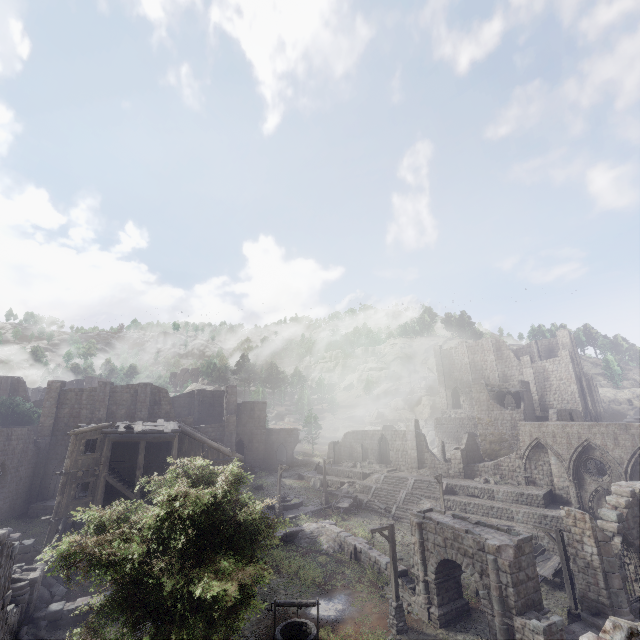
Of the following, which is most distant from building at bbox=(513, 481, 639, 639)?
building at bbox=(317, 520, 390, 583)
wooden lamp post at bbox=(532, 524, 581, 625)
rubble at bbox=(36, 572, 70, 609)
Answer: building at bbox=(317, 520, 390, 583)

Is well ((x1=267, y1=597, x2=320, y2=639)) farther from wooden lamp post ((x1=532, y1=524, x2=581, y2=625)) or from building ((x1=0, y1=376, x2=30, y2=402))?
building ((x1=0, y1=376, x2=30, y2=402))

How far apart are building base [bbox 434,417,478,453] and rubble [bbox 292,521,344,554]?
32.76m

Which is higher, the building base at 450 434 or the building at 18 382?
the building at 18 382

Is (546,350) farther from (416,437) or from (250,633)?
(250,633)

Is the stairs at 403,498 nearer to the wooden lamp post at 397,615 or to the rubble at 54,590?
the wooden lamp post at 397,615

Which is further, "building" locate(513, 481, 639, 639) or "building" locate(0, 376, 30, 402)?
"building" locate(0, 376, 30, 402)

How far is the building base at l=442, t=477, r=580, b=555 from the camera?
25.19m
